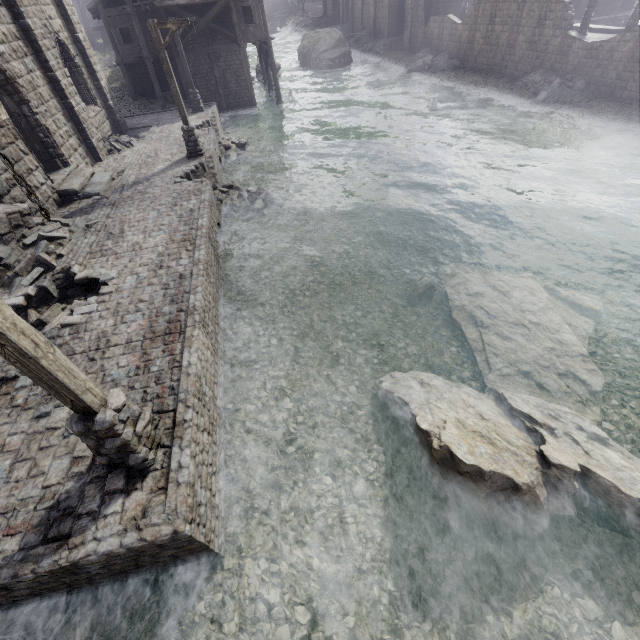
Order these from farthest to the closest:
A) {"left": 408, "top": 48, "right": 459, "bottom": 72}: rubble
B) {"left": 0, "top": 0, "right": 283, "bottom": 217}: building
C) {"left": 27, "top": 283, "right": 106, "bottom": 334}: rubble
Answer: {"left": 408, "top": 48, "right": 459, "bottom": 72}: rubble, {"left": 0, "top": 0, "right": 283, "bottom": 217}: building, {"left": 27, "top": 283, "right": 106, "bottom": 334}: rubble

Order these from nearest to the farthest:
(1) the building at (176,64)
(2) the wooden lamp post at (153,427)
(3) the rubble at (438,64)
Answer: (2) the wooden lamp post at (153,427)
(1) the building at (176,64)
(3) the rubble at (438,64)

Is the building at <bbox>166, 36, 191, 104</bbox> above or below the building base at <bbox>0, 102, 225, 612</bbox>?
above

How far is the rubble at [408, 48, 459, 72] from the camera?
30.5m

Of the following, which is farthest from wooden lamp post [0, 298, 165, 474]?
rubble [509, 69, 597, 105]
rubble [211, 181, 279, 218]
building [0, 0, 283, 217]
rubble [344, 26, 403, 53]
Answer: rubble [344, 26, 403, 53]

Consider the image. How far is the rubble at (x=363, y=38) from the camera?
38.9m

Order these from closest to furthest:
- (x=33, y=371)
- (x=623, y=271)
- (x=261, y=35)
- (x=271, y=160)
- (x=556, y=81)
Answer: (x=33, y=371) < (x=623, y=271) < (x=271, y=160) < (x=556, y=81) < (x=261, y=35)

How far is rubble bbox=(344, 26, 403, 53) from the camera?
38.9m
